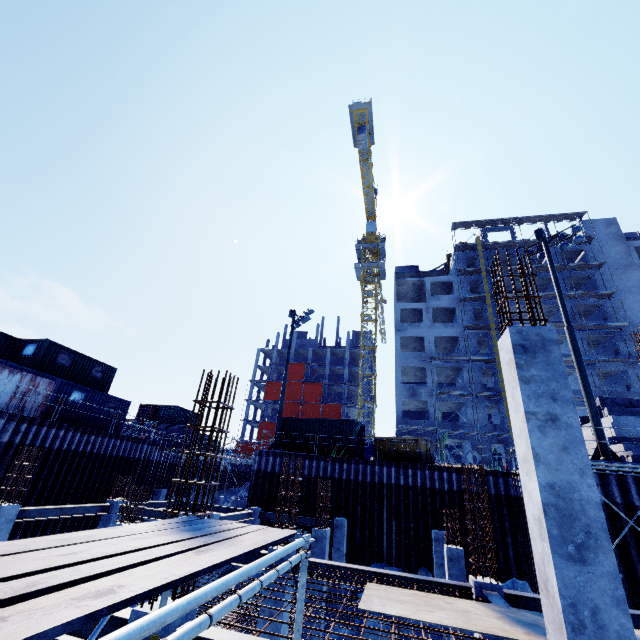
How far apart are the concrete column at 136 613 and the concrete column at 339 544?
14.3 meters

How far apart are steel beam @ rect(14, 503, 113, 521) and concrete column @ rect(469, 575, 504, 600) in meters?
14.5 m

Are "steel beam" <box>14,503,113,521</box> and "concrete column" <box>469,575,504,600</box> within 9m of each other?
no

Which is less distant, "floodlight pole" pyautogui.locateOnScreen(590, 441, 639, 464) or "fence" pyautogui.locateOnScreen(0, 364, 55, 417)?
"floodlight pole" pyautogui.locateOnScreen(590, 441, 639, 464)

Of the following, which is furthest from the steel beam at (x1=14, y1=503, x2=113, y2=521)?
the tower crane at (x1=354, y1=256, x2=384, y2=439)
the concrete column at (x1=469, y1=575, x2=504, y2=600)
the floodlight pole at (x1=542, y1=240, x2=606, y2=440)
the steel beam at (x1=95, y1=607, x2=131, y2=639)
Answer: the tower crane at (x1=354, y1=256, x2=384, y2=439)

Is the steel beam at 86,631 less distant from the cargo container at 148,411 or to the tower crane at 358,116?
the cargo container at 148,411

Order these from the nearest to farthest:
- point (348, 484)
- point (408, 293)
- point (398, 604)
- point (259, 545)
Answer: point (259, 545), point (398, 604), point (348, 484), point (408, 293)

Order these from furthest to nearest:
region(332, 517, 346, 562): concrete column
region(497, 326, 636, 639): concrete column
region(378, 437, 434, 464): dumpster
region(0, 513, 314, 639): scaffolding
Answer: region(378, 437, 434, 464): dumpster
region(332, 517, 346, 562): concrete column
region(497, 326, 636, 639): concrete column
region(0, 513, 314, 639): scaffolding
